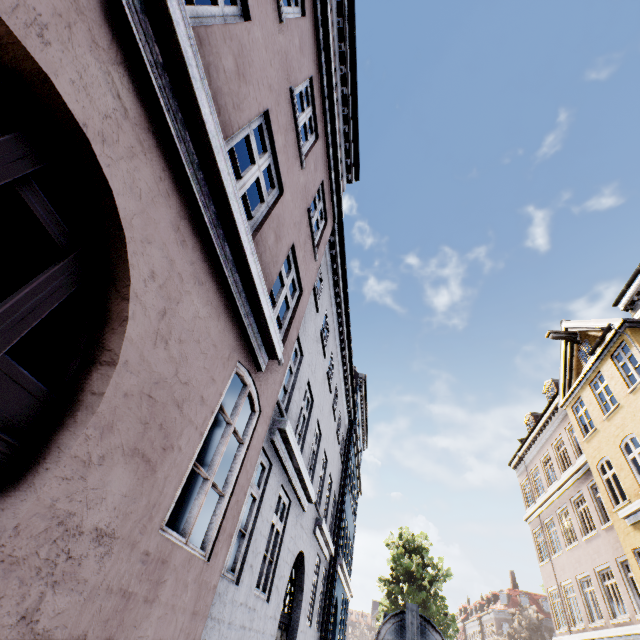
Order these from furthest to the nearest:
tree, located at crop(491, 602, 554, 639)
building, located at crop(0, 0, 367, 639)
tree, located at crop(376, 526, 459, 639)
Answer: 1. tree, located at crop(491, 602, 554, 639)
2. tree, located at crop(376, 526, 459, 639)
3. building, located at crop(0, 0, 367, 639)

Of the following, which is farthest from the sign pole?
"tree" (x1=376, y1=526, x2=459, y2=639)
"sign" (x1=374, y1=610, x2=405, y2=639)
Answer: "tree" (x1=376, y1=526, x2=459, y2=639)

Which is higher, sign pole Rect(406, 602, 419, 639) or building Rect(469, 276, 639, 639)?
building Rect(469, 276, 639, 639)

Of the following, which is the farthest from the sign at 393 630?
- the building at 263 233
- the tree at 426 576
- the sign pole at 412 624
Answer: the tree at 426 576

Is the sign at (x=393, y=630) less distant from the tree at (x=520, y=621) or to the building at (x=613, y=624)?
the building at (x=613, y=624)

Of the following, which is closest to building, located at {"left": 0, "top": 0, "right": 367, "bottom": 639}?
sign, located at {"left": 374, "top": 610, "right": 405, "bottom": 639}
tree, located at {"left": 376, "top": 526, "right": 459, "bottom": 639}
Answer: sign, located at {"left": 374, "top": 610, "right": 405, "bottom": 639}

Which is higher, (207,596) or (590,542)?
(590,542)
